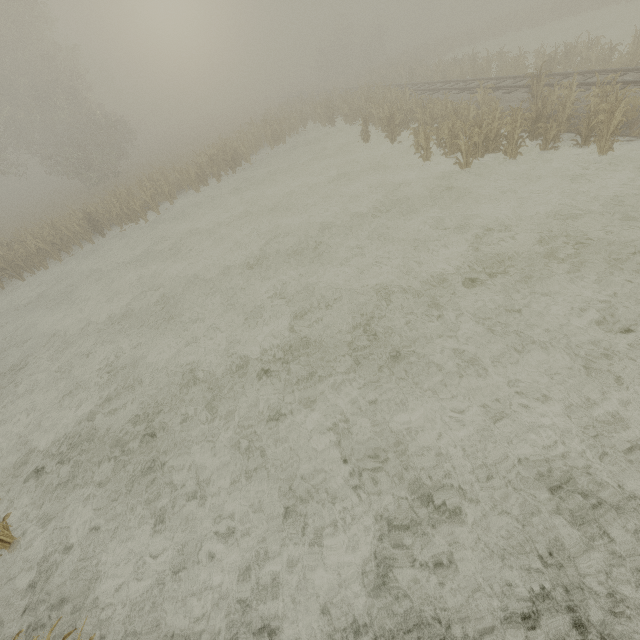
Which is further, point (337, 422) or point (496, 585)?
point (337, 422)
